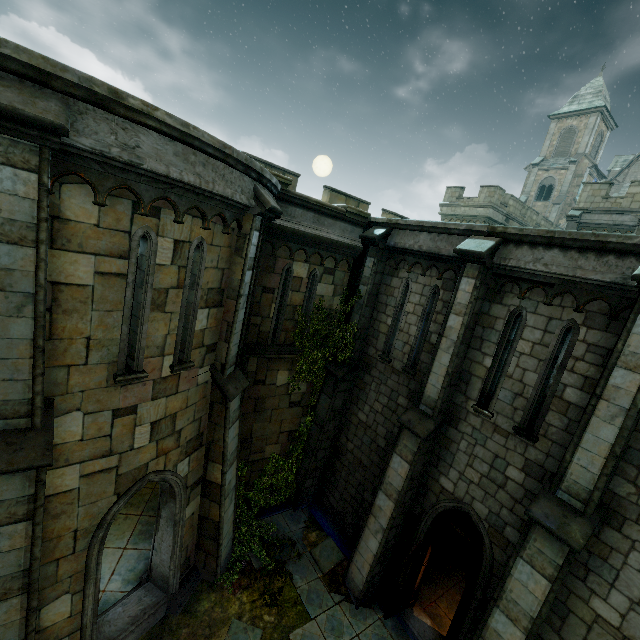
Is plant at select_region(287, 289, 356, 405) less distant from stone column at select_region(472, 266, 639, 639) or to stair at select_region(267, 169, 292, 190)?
stair at select_region(267, 169, 292, 190)

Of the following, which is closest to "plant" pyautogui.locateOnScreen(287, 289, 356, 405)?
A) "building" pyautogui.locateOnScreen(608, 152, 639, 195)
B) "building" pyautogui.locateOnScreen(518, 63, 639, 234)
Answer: "building" pyautogui.locateOnScreen(518, 63, 639, 234)

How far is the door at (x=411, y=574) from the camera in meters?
8.0

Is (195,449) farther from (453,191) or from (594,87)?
(594,87)

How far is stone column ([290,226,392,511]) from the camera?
10.1 meters

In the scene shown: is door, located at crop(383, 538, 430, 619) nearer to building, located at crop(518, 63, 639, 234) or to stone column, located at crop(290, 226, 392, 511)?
stone column, located at crop(290, 226, 392, 511)

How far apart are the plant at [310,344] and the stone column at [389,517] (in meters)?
2.52

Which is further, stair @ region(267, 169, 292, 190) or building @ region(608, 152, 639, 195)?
building @ region(608, 152, 639, 195)
